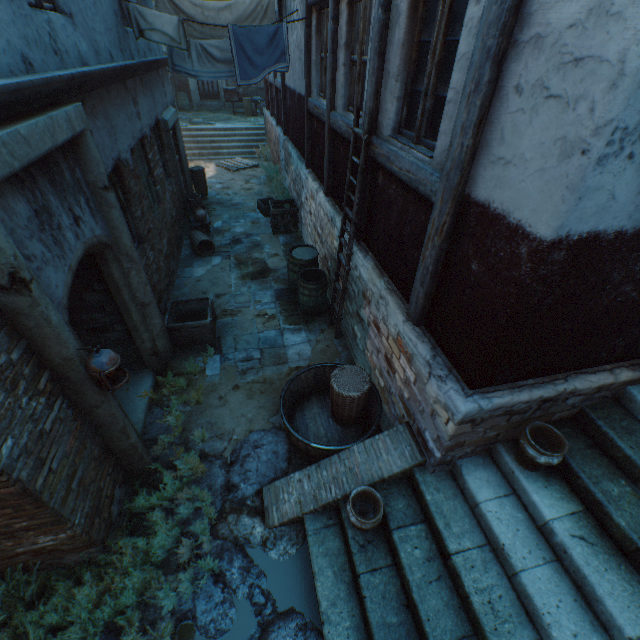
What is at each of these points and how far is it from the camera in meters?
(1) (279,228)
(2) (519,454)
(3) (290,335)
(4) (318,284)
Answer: (1) wooden crate, 9.8
(2) ceramic pot, 3.1
(3) ground pavers, 6.2
(4) barrel, 6.1

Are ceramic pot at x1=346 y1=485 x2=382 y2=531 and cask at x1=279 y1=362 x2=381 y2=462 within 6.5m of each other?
yes

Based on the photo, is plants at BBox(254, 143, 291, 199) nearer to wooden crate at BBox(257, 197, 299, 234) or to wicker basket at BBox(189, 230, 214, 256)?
wooden crate at BBox(257, 197, 299, 234)

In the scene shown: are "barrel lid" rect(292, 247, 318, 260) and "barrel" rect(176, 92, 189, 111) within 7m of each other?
no

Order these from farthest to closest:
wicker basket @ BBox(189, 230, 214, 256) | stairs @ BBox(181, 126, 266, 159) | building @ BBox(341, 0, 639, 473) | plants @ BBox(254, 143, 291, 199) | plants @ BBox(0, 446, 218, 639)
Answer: stairs @ BBox(181, 126, 266, 159), plants @ BBox(254, 143, 291, 199), wicker basket @ BBox(189, 230, 214, 256), plants @ BBox(0, 446, 218, 639), building @ BBox(341, 0, 639, 473)

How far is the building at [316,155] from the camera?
5.83m

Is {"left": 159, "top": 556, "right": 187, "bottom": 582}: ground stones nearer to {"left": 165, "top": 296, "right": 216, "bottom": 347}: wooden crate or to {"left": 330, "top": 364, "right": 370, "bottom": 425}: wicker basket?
{"left": 330, "top": 364, "right": 370, "bottom": 425}: wicker basket

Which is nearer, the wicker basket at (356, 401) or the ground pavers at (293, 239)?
the wicker basket at (356, 401)
